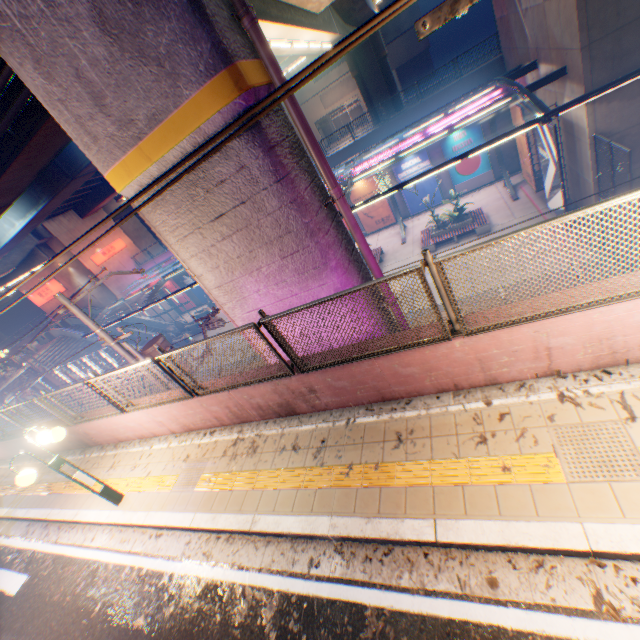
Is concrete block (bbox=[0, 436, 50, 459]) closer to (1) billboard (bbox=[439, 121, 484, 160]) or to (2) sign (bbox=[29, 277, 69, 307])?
(2) sign (bbox=[29, 277, 69, 307])

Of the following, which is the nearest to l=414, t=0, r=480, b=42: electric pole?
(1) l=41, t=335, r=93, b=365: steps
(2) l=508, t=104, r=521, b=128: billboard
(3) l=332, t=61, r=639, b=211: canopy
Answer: (3) l=332, t=61, r=639, b=211: canopy

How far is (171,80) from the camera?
4.4 meters

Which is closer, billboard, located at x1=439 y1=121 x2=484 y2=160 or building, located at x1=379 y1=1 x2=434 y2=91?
billboard, located at x1=439 y1=121 x2=484 y2=160

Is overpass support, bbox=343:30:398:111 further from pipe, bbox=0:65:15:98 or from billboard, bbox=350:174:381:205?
billboard, bbox=350:174:381:205

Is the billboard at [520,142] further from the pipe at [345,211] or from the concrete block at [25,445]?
the concrete block at [25,445]

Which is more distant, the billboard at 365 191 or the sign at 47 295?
the sign at 47 295

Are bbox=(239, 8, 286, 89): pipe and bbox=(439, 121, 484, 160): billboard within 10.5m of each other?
no
